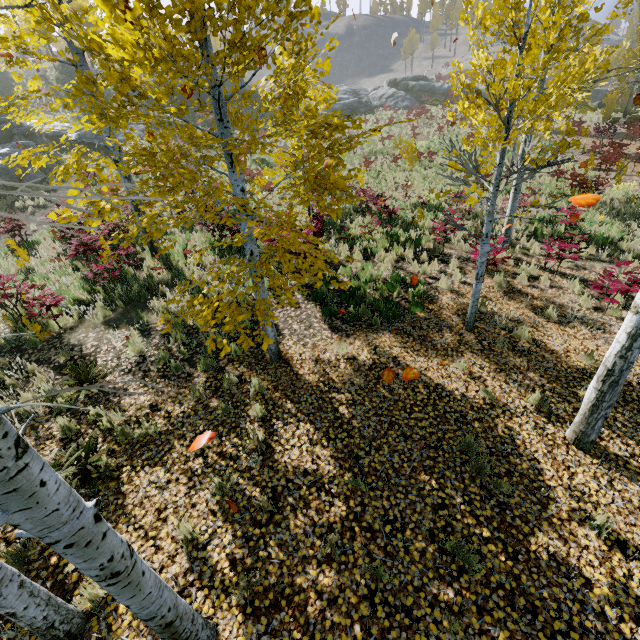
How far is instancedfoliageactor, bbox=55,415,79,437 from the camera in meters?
5.0 m

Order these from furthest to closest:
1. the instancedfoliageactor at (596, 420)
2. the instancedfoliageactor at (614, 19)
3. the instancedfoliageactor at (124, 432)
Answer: the instancedfoliageactor at (614, 19) → the instancedfoliageactor at (124, 432) → the instancedfoliageactor at (596, 420)

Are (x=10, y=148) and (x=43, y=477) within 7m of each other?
no

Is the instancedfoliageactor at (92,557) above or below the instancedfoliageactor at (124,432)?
above

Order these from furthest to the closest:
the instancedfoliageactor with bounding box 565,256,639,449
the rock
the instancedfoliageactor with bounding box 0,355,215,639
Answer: the rock < the instancedfoliageactor with bounding box 565,256,639,449 < the instancedfoliageactor with bounding box 0,355,215,639
